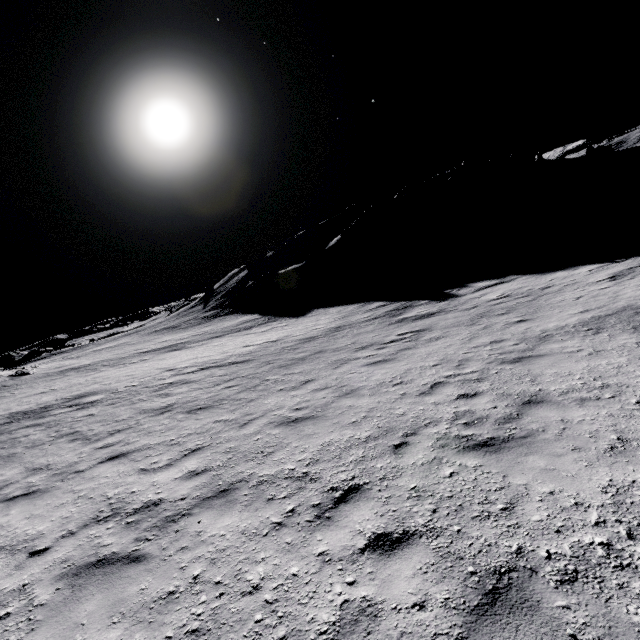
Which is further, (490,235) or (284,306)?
(284,306)
